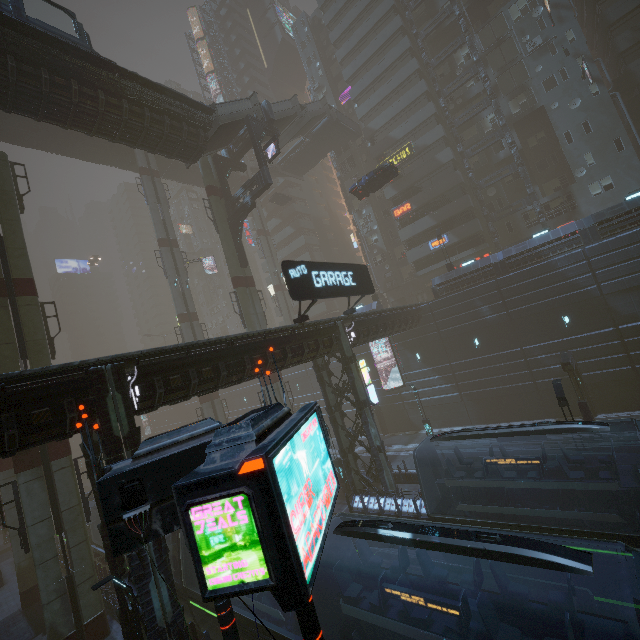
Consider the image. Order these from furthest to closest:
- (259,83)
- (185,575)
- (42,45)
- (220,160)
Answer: (259,83), (220,160), (42,45), (185,575)

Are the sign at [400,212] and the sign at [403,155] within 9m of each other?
yes

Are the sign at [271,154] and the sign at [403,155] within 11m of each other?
no

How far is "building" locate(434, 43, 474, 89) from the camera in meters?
37.3 m

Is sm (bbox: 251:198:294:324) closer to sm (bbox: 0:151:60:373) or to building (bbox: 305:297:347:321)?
building (bbox: 305:297:347:321)

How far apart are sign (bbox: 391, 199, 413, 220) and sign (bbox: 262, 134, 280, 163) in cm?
2016

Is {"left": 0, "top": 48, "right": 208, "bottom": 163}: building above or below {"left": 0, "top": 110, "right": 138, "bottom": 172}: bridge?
below

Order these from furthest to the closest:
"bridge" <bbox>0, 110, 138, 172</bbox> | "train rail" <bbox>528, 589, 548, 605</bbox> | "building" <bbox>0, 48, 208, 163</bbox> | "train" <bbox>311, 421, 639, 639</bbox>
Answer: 1. "bridge" <bbox>0, 110, 138, 172</bbox>
2. "building" <bbox>0, 48, 208, 163</bbox>
3. "train rail" <bbox>528, 589, 548, 605</bbox>
4. "train" <bbox>311, 421, 639, 639</bbox>
